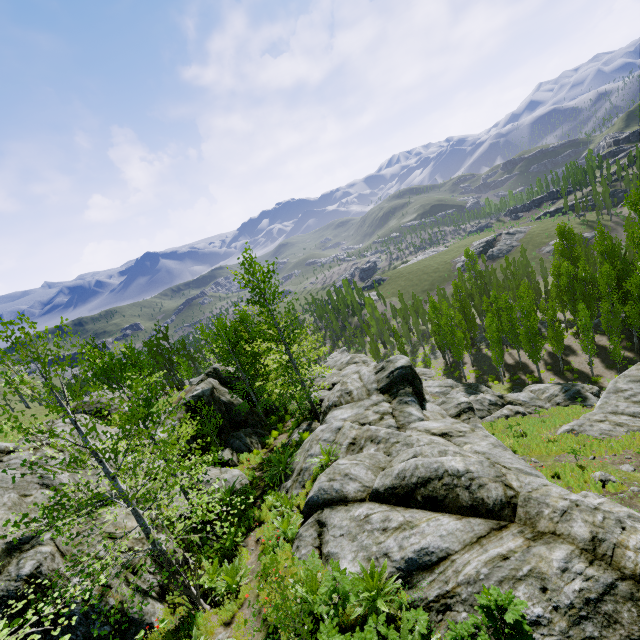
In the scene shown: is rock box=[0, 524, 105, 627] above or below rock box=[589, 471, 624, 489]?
above

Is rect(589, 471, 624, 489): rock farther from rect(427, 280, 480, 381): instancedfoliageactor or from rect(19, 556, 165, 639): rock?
rect(427, 280, 480, 381): instancedfoliageactor

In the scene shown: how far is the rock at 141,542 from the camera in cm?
834

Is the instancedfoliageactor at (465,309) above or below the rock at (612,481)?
below

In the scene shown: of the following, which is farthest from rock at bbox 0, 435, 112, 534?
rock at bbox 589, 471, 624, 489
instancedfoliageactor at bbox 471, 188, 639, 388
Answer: rock at bbox 589, 471, 624, 489

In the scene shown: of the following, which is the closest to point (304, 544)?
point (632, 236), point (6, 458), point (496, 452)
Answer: point (496, 452)
